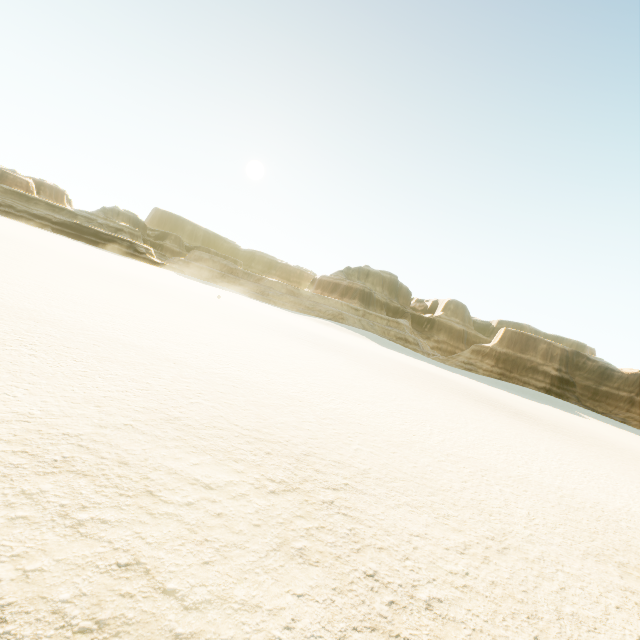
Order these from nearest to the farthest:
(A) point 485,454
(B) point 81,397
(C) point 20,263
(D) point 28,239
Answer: (B) point 81,397
(A) point 485,454
(C) point 20,263
(D) point 28,239
